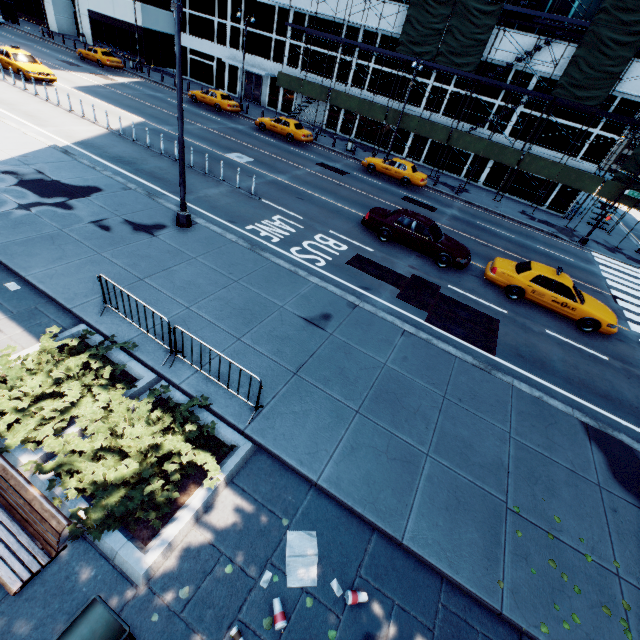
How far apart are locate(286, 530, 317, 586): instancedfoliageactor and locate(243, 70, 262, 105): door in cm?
4436

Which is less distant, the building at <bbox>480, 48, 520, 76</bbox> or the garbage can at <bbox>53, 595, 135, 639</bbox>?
the garbage can at <bbox>53, 595, 135, 639</bbox>

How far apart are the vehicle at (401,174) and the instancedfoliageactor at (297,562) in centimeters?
2468cm

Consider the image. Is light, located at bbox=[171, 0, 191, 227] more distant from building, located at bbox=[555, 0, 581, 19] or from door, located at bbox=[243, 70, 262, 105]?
door, located at bbox=[243, 70, 262, 105]

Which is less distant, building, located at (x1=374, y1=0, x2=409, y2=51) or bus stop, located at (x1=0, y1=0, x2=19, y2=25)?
building, located at (x1=374, y1=0, x2=409, y2=51)

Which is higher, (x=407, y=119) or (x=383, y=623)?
(x=407, y=119)

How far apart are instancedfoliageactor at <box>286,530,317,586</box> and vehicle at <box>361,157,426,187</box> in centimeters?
2468cm

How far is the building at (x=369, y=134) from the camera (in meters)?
33.53
